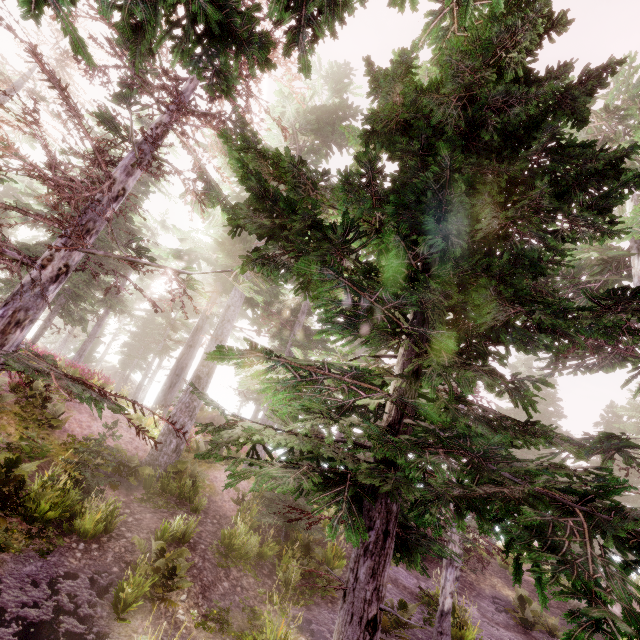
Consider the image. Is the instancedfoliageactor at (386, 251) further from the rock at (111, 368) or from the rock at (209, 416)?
the rock at (209, 416)

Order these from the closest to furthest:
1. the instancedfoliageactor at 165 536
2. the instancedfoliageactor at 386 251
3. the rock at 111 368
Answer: the instancedfoliageactor at 386 251 < the instancedfoliageactor at 165 536 < the rock at 111 368

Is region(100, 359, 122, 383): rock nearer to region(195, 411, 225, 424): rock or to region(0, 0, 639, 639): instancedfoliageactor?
region(0, 0, 639, 639): instancedfoliageactor

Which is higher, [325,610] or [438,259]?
[438,259]

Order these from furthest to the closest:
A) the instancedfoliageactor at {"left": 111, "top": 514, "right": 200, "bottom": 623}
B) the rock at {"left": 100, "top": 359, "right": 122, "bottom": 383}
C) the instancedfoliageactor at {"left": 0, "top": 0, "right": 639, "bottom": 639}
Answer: the rock at {"left": 100, "top": 359, "right": 122, "bottom": 383} → the instancedfoliageactor at {"left": 111, "top": 514, "right": 200, "bottom": 623} → the instancedfoliageactor at {"left": 0, "top": 0, "right": 639, "bottom": 639}

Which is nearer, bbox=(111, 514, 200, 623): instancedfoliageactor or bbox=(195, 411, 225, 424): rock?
bbox=(111, 514, 200, 623): instancedfoliageactor

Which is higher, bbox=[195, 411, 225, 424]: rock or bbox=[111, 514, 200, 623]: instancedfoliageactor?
bbox=[195, 411, 225, 424]: rock

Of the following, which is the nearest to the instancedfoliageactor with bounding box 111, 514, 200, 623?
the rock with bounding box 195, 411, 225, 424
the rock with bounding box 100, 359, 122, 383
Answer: the rock with bounding box 100, 359, 122, 383
